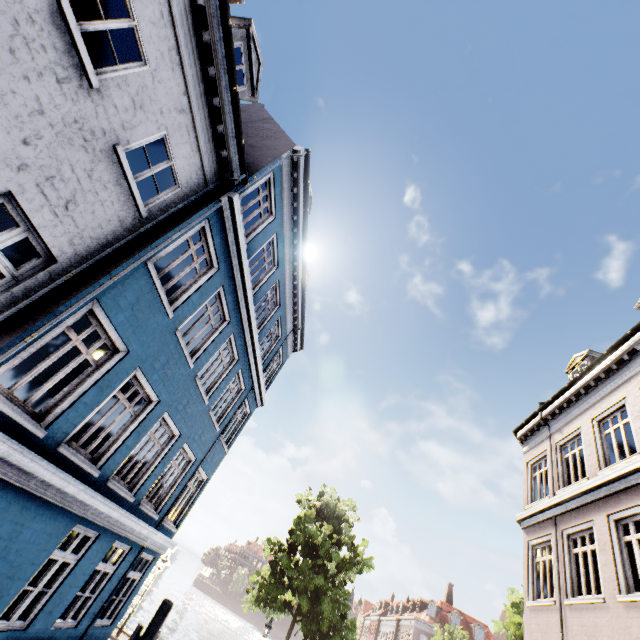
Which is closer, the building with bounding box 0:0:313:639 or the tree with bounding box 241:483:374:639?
the building with bounding box 0:0:313:639

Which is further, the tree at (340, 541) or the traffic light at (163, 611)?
the tree at (340, 541)

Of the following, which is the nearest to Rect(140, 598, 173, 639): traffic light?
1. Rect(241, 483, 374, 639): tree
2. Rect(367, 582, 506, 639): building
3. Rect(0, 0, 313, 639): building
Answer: Rect(0, 0, 313, 639): building

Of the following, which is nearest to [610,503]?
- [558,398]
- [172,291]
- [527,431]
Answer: [558,398]

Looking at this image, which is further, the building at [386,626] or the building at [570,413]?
the building at [386,626]
